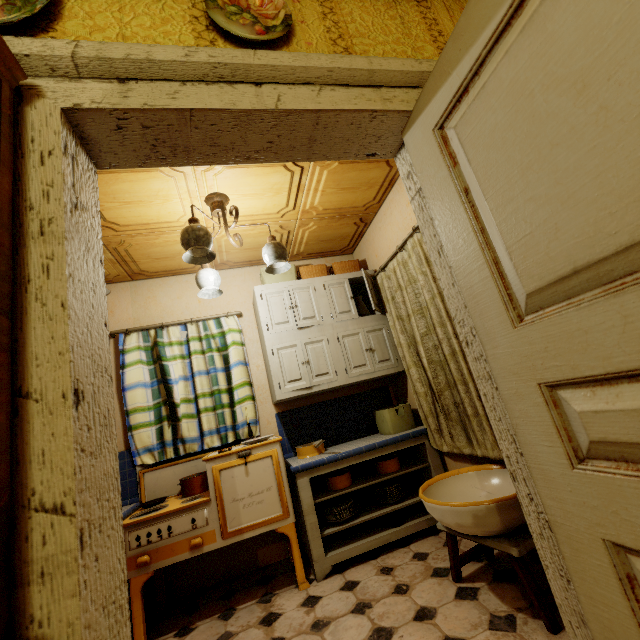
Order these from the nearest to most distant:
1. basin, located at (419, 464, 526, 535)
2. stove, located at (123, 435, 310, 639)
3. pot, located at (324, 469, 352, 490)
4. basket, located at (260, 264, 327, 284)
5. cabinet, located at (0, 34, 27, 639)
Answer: cabinet, located at (0, 34, 27, 639)
basin, located at (419, 464, 526, 535)
stove, located at (123, 435, 310, 639)
pot, located at (324, 469, 352, 490)
basket, located at (260, 264, 327, 284)

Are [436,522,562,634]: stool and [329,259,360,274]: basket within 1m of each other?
no

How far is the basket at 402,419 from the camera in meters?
3.0

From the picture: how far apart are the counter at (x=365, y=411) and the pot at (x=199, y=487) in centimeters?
67cm

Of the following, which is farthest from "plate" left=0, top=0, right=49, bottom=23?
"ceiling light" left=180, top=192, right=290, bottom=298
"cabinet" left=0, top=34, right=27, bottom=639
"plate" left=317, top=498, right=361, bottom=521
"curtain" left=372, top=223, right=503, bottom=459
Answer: "plate" left=317, top=498, right=361, bottom=521

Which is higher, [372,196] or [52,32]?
[372,196]

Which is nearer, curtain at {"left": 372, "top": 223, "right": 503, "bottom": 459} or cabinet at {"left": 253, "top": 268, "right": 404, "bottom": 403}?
curtain at {"left": 372, "top": 223, "right": 503, "bottom": 459}

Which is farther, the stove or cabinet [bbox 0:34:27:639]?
the stove
